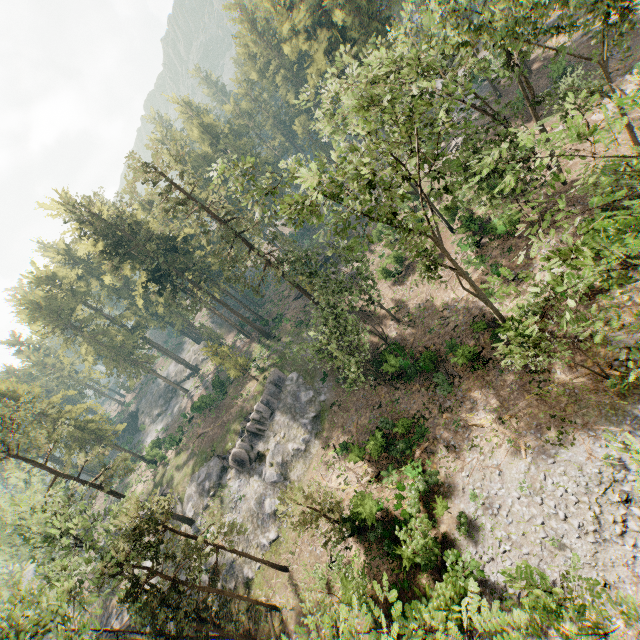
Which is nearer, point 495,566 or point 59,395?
point 495,566

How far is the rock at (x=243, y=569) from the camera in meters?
29.1 m

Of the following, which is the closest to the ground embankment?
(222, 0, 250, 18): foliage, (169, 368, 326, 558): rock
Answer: (222, 0, 250, 18): foliage

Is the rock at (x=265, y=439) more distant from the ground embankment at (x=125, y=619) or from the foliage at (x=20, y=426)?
the ground embankment at (x=125, y=619)

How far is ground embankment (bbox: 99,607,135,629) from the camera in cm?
3655

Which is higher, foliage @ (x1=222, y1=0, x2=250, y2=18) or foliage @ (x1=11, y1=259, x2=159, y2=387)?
foliage @ (x1=222, y1=0, x2=250, y2=18)
